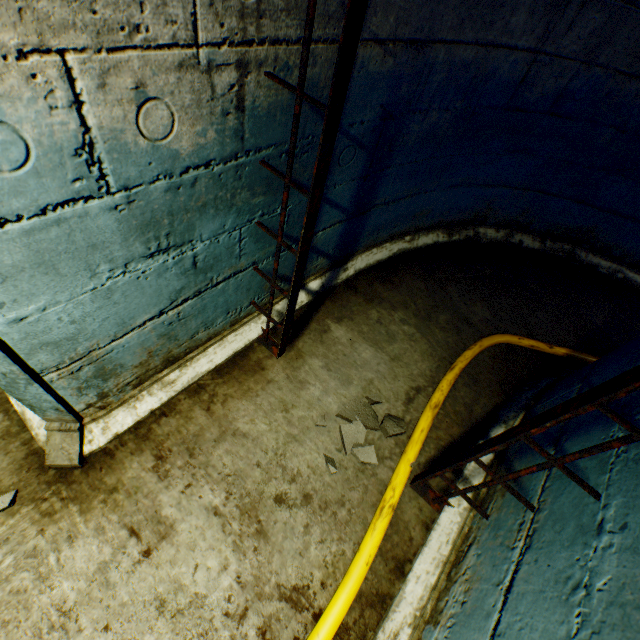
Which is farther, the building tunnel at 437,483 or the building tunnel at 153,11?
the building tunnel at 437,483

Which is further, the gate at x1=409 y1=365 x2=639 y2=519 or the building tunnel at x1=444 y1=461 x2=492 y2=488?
the building tunnel at x1=444 y1=461 x2=492 y2=488

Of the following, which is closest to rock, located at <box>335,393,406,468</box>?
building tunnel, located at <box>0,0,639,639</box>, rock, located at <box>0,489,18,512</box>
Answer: building tunnel, located at <box>0,0,639,639</box>

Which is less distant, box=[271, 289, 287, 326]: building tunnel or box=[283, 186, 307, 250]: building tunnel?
box=[283, 186, 307, 250]: building tunnel

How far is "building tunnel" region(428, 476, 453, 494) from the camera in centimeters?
187cm

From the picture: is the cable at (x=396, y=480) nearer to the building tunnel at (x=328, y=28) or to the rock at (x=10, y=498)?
the building tunnel at (x=328, y=28)

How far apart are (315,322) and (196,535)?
1.46m

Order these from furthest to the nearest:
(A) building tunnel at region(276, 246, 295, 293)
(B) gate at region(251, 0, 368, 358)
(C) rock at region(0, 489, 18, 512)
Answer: (A) building tunnel at region(276, 246, 295, 293)
(C) rock at region(0, 489, 18, 512)
(B) gate at region(251, 0, 368, 358)
